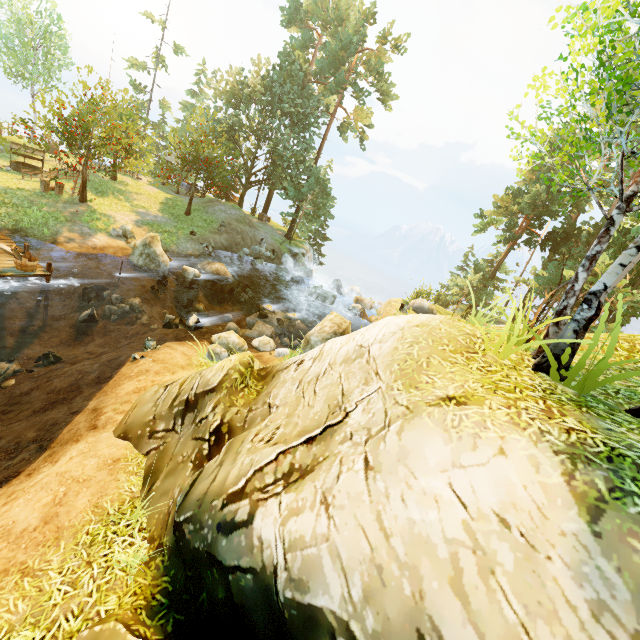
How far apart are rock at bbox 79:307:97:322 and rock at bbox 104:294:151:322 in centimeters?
33cm

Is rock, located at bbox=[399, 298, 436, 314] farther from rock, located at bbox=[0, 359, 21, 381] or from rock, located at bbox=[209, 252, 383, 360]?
rock, located at bbox=[0, 359, 21, 381]

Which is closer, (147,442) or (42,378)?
(147,442)

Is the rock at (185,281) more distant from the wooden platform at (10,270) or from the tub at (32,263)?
the tub at (32,263)

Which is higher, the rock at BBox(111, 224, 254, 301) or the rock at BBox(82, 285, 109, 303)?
the rock at BBox(111, 224, 254, 301)

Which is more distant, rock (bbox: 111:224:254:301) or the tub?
rock (bbox: 111:224:254:301)

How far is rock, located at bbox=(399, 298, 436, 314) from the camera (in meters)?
21.20

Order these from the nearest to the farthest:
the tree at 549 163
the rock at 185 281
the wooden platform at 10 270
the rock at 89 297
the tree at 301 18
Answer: the tree at 549 163 < the wooden platform at 10 270 < the rock at 89 297 < the rock at 185 281 < the tree at 301 18
